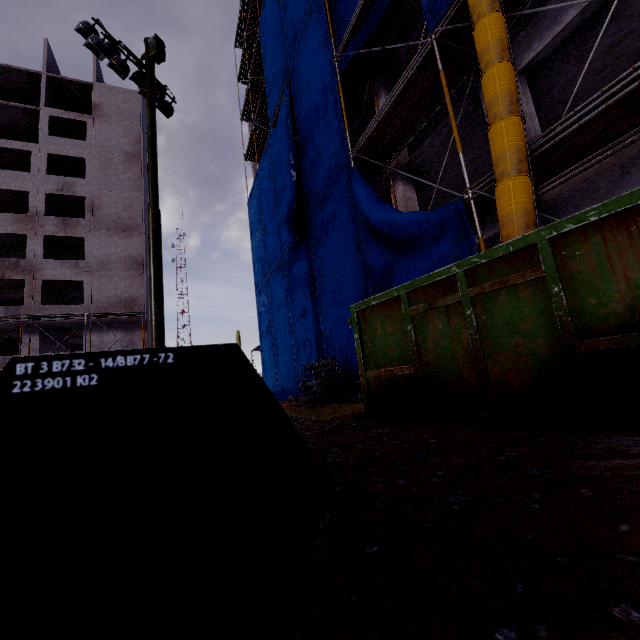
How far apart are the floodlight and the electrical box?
0.43m

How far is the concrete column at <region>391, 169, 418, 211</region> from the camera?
11.1 meters

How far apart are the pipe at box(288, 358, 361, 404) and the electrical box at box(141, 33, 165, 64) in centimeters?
1063cm

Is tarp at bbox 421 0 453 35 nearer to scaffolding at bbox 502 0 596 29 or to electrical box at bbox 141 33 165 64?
scaffolding at bbox 502 0 596 29

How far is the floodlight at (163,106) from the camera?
10.3m

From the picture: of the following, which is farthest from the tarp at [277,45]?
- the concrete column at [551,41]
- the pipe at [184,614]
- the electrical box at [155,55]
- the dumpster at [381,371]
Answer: the electrical box at [155,55]

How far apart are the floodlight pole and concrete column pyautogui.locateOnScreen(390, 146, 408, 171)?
7.0 meters

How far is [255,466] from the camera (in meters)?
0.77
